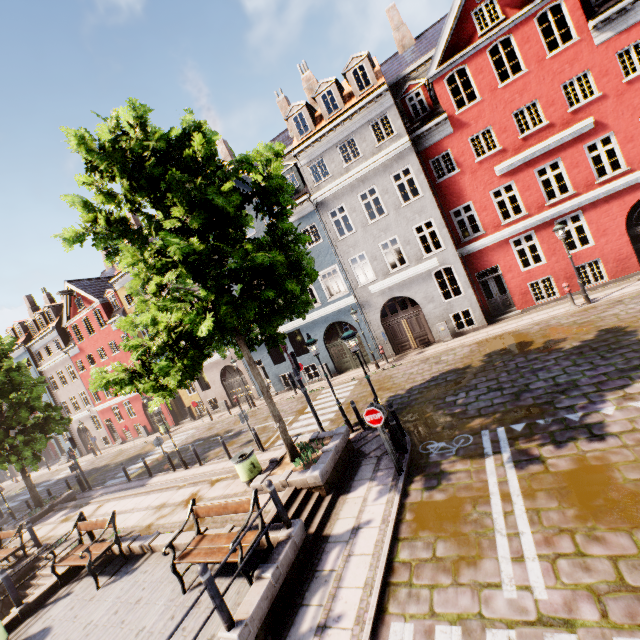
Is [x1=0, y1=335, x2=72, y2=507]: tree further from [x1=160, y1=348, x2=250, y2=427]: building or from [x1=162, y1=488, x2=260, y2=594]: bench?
[x1=160, y1=348, x2=250, y2=427]: building

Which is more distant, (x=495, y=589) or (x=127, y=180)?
(x=127, y=180)

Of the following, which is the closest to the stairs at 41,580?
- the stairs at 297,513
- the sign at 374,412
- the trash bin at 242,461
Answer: the trash bin at 242,461

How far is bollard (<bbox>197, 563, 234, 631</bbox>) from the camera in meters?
5.0

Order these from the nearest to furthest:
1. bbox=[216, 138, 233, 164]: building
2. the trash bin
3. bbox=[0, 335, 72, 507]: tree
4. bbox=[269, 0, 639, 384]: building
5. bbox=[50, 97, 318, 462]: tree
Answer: bbox=[50, 97, 318, 462]: tree
the trash bin
bbox=[269, 0, 639, 384]: building
bbox=[0, 335, 72, 507]: tree
bbox=[216, 138, 233, 164]: building

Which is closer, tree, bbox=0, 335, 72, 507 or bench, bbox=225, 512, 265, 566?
bench, bbox=225, 512, 265, 566

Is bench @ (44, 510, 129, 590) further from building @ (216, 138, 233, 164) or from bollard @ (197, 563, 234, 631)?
building @ (216, 138, 233, 164)

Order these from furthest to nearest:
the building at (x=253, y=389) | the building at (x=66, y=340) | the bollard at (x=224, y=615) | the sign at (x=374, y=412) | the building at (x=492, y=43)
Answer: the building at (x=66, y=340)
the building at (x=253, y=389)
the building at (x=492, y=43)
the sign at (x=374, y=412)
the bollard at (x=224, y=615)
